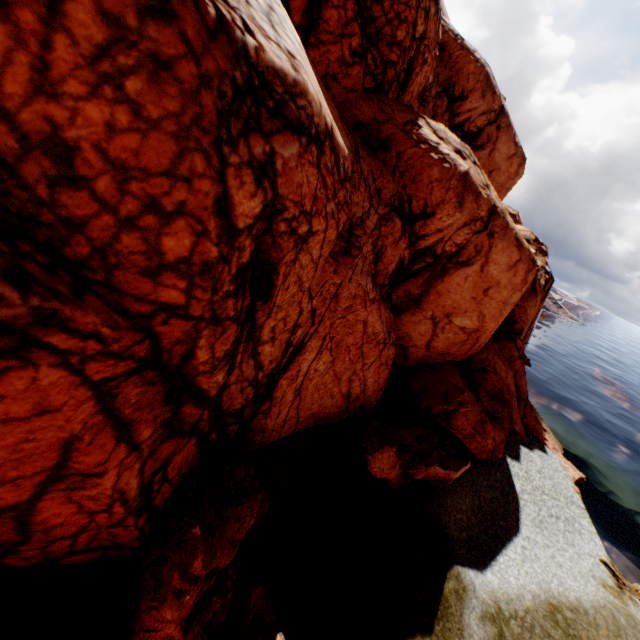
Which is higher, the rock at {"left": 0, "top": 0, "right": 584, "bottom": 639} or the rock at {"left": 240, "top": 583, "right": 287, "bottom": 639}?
the rock at {"left": 0, "top": 0, "right": 584, "bottom": 639}

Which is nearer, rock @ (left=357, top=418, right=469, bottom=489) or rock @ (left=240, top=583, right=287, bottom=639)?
rock @ (left=240, top=583, right=287, bottom=639)

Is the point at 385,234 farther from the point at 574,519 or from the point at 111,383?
the point at 574,519

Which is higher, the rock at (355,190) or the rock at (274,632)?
the rock at (355,190)

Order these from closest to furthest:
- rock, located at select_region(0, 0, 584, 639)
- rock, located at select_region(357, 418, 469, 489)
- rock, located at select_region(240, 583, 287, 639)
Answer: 1. rock, located at select_region(0, 0, 584, 639)
2. rock, located at select_region(240, 583, 287, 639)
3. rock, located at select_region(357, 418, 469, 489)

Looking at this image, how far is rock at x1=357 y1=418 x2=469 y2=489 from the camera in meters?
12.8

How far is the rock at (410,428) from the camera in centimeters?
1280cm
